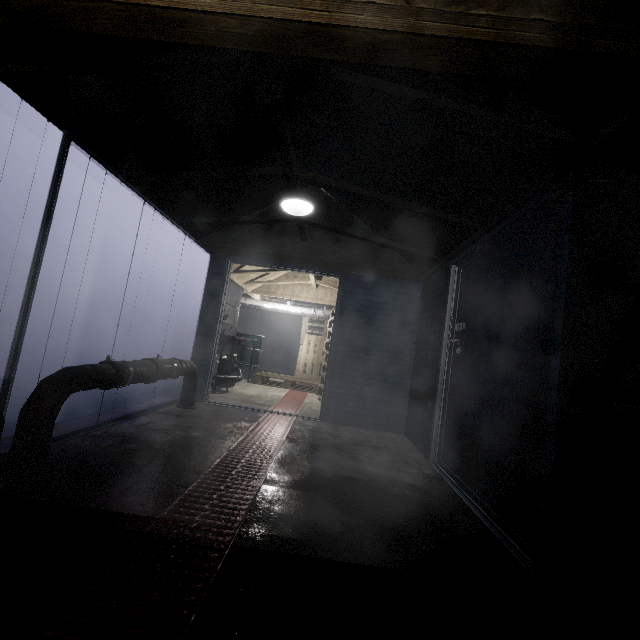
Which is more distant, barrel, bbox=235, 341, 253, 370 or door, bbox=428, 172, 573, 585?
barrel, bbox=235, 341, 253, 370

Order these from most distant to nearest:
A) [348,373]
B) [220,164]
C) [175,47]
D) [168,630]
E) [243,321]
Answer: [243,321] < [348,373] < [220,164] < [175,47] < [168,630]

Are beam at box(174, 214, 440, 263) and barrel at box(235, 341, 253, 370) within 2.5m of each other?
no

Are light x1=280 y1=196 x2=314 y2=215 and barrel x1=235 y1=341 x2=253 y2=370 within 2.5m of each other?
no

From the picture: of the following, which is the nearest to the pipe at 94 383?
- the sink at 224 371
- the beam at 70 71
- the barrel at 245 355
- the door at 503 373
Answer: the sink at 224 371

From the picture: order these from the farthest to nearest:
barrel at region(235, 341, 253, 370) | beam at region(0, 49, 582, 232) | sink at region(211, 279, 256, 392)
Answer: barrel at region(235, 341, 253, 370) → sink at region(211, 279, 256, 392) → beam at region(0, 49, 582, 232)

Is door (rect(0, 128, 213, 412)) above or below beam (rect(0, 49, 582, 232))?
below

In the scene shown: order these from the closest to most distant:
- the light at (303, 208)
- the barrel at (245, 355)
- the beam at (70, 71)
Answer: the beam at (70, 71)
the light at (303, 208)
the barrel at (245, 355)
